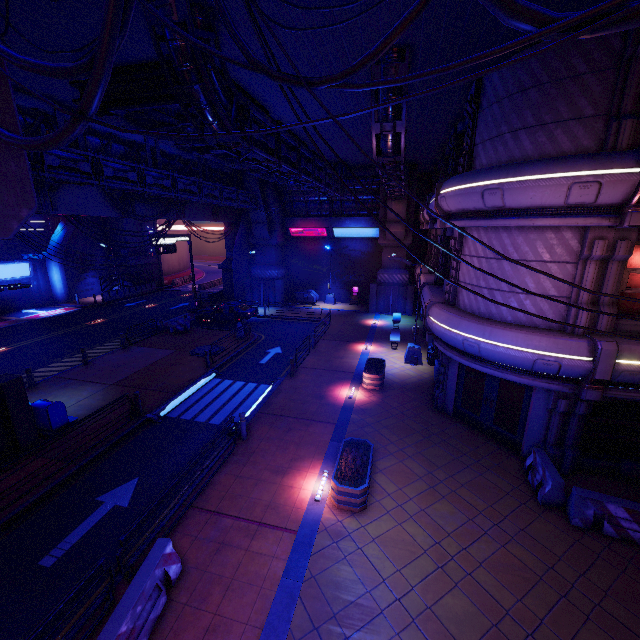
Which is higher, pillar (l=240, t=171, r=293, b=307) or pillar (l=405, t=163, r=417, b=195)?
pillar (l=405, t=163, r=417, b=195)

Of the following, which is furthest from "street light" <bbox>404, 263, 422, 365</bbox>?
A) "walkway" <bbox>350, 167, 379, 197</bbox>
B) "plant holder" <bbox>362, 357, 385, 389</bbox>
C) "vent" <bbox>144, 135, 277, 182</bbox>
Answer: "walkway" <bbox>350, 167, 379, 197</bbox>

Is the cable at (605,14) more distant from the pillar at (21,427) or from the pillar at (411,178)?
the pillar at (411,178)

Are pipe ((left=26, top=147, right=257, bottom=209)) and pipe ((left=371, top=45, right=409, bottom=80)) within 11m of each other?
no

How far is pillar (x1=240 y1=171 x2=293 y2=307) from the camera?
29.1m

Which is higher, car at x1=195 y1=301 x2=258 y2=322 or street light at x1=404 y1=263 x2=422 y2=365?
car at x1=195 y1=301 x2=258 y2=322

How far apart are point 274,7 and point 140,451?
13.99m

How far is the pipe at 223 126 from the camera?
7.3m
